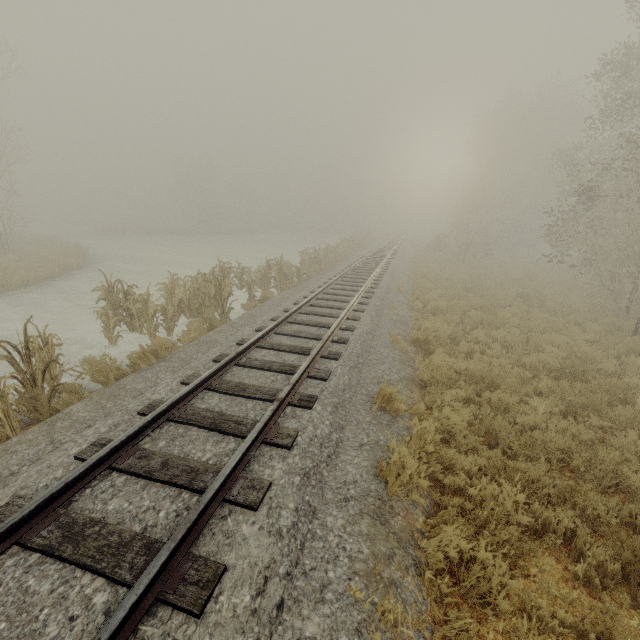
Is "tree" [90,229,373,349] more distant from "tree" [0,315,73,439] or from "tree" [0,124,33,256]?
"tree" [0,124,33,256]

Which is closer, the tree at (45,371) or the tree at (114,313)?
the tree at (45,371)

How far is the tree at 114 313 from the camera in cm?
928

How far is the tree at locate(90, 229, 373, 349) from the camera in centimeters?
928cm

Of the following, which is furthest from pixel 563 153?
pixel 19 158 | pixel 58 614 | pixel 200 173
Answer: pixel 200 173

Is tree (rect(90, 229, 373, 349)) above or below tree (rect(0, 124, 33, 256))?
below

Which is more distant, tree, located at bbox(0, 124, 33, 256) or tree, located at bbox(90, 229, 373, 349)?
tree, located at bbox(0, 124, 33, 256)

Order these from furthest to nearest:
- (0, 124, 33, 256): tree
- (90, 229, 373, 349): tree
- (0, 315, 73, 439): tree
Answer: (0, 124, 33, 256): tree
(90, 229, 373, 349): tree
(0, 315, 73, 439): tree
